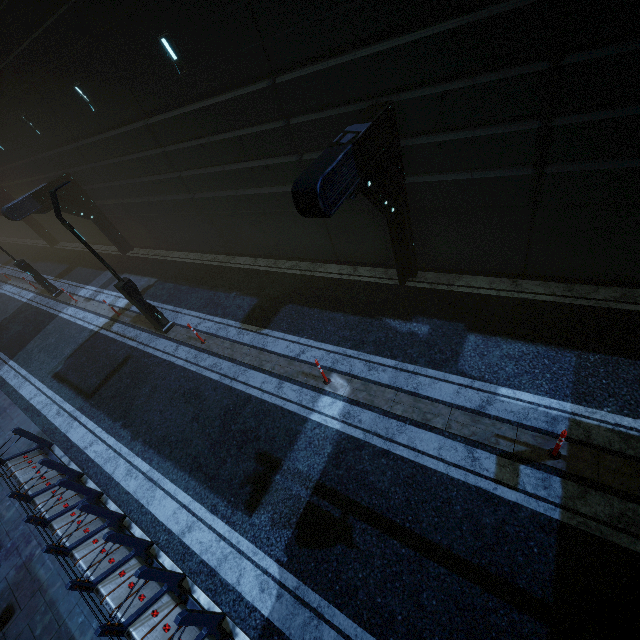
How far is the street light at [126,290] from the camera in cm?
927

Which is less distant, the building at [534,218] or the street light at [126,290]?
the building at [534,218]

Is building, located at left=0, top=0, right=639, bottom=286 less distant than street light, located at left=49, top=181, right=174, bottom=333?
Yes

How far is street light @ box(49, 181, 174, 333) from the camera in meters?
9.3 m

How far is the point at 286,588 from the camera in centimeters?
580cm
